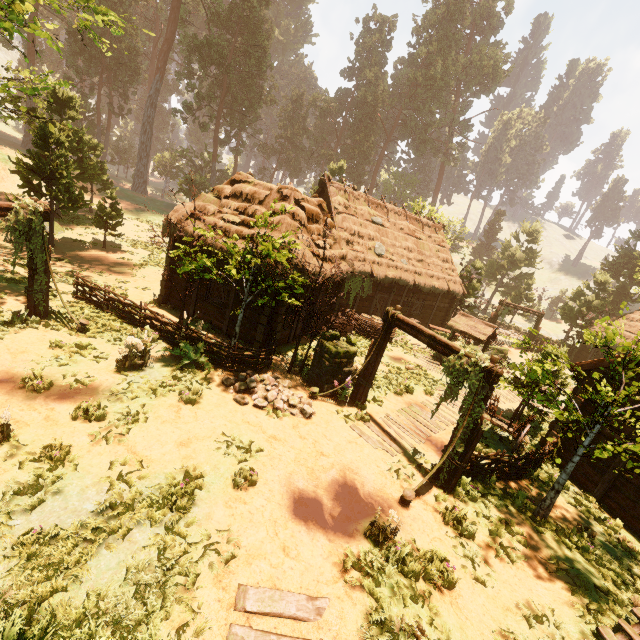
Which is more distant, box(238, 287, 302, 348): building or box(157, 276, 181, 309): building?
box(157, 276, 181, 309): building

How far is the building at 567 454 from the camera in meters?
10.8 m

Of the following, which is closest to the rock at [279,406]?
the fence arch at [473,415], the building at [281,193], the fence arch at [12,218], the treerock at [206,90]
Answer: the fence arch at [473,415]

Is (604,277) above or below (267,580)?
above

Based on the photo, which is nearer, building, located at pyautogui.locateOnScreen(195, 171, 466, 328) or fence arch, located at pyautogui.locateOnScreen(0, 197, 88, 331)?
fence arch, located at pyautogui.locateOnScreen(0, 197, 88, 331)

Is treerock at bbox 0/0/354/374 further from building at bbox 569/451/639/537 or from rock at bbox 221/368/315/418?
rock at bbox 221/368/315/418

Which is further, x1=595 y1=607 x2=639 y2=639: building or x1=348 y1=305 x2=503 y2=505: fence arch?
x1=348 y1=305 x2=503 y2=505: fence arch

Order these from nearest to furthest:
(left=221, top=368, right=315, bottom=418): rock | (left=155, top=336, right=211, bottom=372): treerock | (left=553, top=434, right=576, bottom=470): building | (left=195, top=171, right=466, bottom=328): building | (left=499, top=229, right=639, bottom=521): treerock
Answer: (left=499, top=229, right=639, bottom=521): treerock → (left=221, top=368, right=315, bottom=418): rock → (left=155, top=336, right=211, bottom=372): treerock → (left=553, top=434, right=576, bottom=470): building → (left=195, top=171, right=466, bottom=328): building
